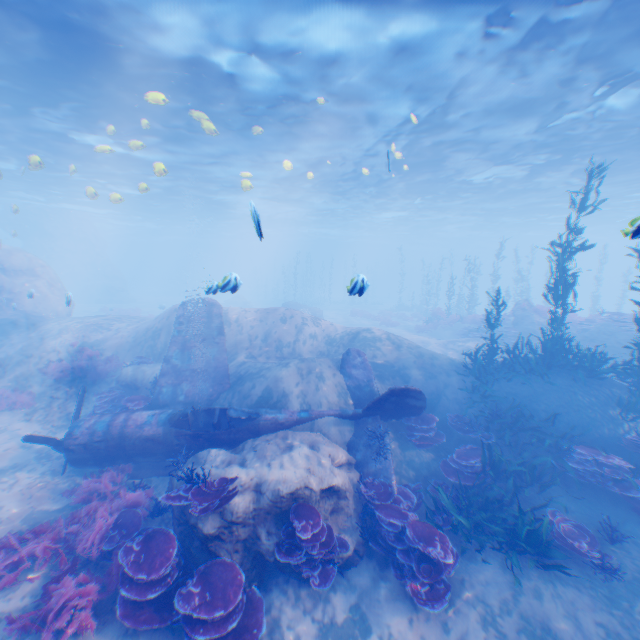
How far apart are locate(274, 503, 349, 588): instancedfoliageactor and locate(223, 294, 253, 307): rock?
37.1m

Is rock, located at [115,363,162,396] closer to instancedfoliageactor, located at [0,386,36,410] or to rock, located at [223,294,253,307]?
instancedfoliageactor, located at [0,386,36,410]

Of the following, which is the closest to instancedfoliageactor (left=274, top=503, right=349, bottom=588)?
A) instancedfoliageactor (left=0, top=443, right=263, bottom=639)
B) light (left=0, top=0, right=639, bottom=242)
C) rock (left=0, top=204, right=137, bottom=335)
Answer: rock (left=0, top=204, right=137, bottom=335)

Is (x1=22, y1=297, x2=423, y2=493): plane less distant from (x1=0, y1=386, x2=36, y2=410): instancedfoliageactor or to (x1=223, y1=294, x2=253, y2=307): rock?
(x1=0, y1=386, x2=36, y2=410): instancedfoliageactor

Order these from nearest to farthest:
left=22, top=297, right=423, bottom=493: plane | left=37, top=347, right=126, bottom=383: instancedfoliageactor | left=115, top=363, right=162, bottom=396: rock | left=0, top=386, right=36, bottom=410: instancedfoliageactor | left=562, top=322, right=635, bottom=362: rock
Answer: left=22, top=297, right=423, bottom=493: plane
left=0, top=386, right=36, bottom=410: instancedfoliageactor
left=115, top=363, right=162, bottom=396: rock
left=37, top=347, right=126, bottom=383: instancedfoliageactor
left=562, top=322, right=635, bottom=362: rock

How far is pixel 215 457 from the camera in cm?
838

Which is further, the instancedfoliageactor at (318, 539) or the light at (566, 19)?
the light at (566, 19)

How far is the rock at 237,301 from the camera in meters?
42.7
